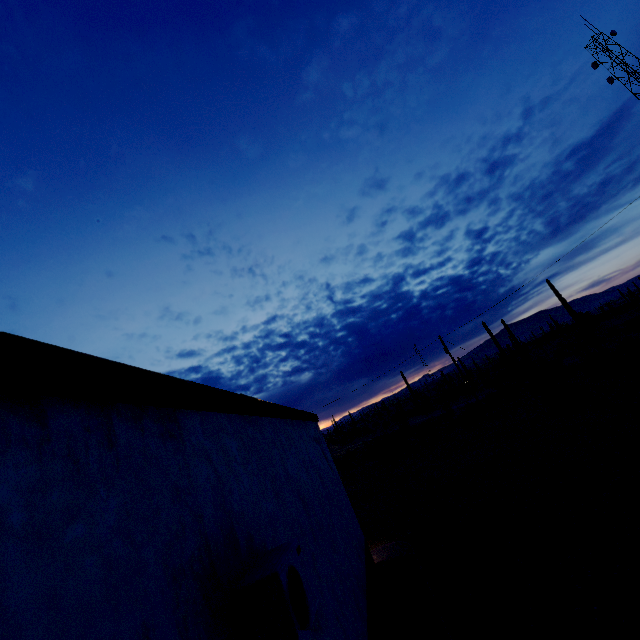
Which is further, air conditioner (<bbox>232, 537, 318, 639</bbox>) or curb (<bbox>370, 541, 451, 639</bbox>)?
curb (<bbox>370, 541, 451, 639</bbox>)

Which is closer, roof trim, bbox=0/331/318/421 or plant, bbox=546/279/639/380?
roof trim, bbox=0/331/318/421

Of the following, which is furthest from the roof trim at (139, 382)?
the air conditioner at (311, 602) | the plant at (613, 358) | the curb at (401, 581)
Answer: the plant at (613, 358)

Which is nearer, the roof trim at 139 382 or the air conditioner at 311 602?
the roof trim at 139 382

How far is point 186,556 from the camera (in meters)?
2.15

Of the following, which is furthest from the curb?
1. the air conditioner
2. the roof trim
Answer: the roof trim

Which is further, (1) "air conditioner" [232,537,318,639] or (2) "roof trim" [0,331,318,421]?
(1) "air conditioner" [232,537,318,639]

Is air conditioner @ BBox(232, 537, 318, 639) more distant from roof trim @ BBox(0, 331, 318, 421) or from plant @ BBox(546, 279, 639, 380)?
plant @ BBox(546, 279, 639, 380)
